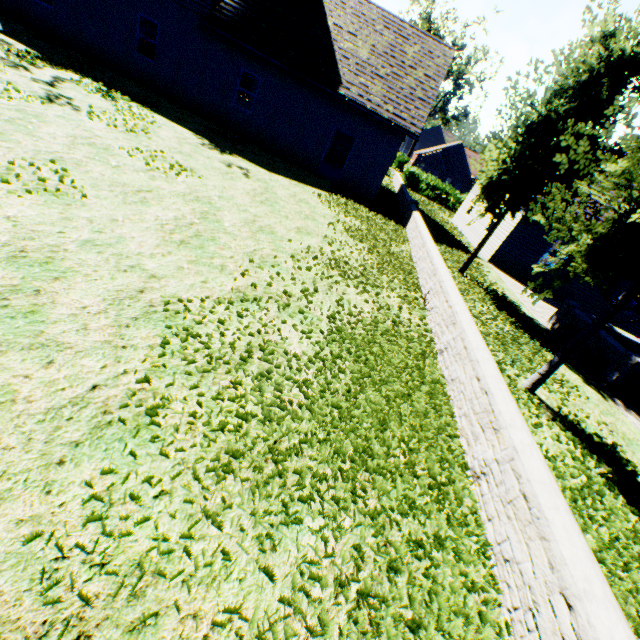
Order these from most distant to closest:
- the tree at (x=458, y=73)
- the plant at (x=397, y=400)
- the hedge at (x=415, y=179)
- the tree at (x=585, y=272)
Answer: the tree at (x=458, y=73) → the hedge at (x=415, y=179) → the tree at (x=585, y=272) → the plant at (x=397, y=400)

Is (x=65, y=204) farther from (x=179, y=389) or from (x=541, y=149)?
(x=541, y=149)

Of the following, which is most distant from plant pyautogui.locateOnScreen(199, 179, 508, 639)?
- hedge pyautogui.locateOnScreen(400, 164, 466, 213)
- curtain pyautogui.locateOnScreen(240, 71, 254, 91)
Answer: hedge pyautogui.locateOnScreen(400, 164, 466, 213)

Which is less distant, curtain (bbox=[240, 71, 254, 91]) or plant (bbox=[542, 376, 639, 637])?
plant (bbox=[542, 376, 639, 637])

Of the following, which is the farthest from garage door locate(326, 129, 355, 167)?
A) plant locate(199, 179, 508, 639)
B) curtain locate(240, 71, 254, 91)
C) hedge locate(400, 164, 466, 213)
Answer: plant locate(199, 179, 508, 639)

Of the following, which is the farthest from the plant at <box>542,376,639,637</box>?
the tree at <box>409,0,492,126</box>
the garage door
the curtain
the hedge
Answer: the hedge

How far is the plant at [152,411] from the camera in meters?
2.6

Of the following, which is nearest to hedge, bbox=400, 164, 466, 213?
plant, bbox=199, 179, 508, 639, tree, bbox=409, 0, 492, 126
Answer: tree, bbox=409, 0, 492, 126
